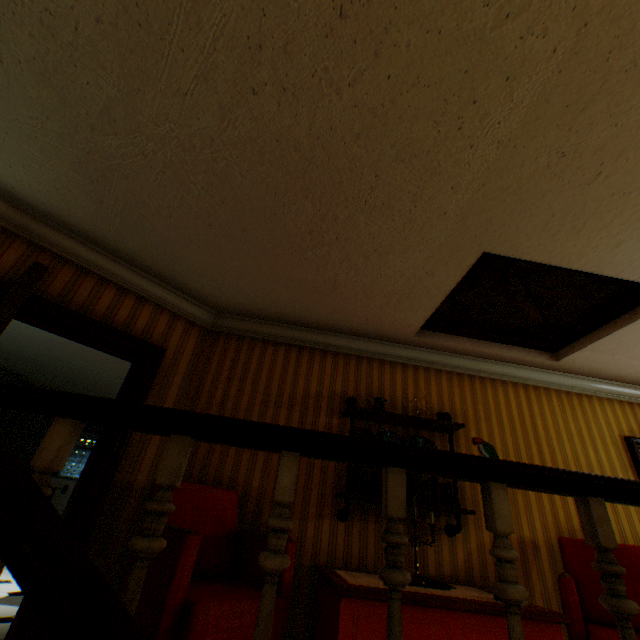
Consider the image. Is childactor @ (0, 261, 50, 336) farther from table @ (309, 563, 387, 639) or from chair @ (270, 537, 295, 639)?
table @ (309, 563, 387, 639)

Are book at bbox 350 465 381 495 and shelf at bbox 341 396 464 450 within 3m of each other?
yes

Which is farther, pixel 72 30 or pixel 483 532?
pixel 483 532

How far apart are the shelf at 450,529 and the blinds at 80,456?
7.18m

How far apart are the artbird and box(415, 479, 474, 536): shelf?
0.3m

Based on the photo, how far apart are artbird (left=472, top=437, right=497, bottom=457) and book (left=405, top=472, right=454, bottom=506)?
0.67m

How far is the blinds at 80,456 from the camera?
7.99m
